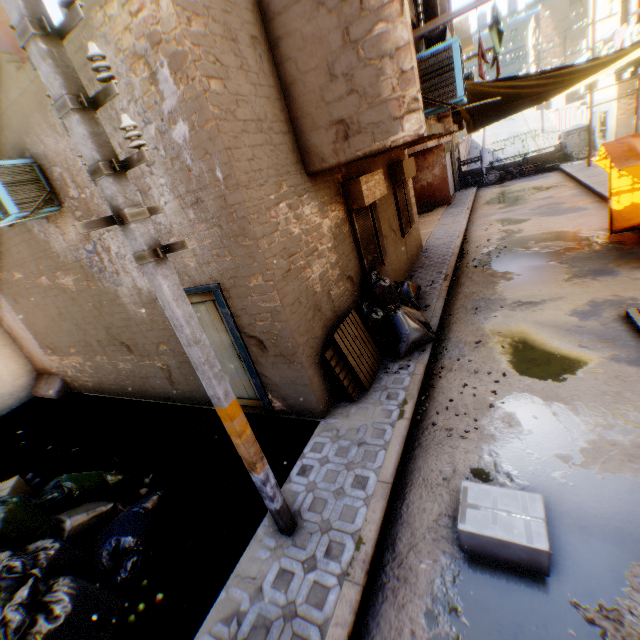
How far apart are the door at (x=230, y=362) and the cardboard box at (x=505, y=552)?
2.1 meters

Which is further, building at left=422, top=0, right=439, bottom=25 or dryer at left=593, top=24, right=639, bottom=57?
dryer at left=593, top=24, right=639, bottom=57

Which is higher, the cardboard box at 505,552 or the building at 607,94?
the building at 607,94

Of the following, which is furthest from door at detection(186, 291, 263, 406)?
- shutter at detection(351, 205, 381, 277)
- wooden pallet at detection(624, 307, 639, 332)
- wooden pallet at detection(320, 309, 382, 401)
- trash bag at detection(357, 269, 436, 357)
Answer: shutter at detection(351, 205, 381, 277)

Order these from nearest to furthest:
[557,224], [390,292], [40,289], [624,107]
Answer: [390,292] < [40,289] < [557,224] < [624,107]

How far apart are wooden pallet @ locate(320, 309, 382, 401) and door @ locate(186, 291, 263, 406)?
1.28m

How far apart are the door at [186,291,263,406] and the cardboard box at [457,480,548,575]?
2.11m

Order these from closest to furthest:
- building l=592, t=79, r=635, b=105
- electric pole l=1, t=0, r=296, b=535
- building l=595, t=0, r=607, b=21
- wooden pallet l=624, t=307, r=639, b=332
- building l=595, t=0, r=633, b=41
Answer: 1. electric pole l=1, t=0, r=296, b=535
2. wooden pallet l=624, t=307, r=639, b=332
3. building l=595, t=0, r=633, b=41
4. building l=592, t=79, r=635, b=105
5. building l=595, t=0, r=607, b=21
